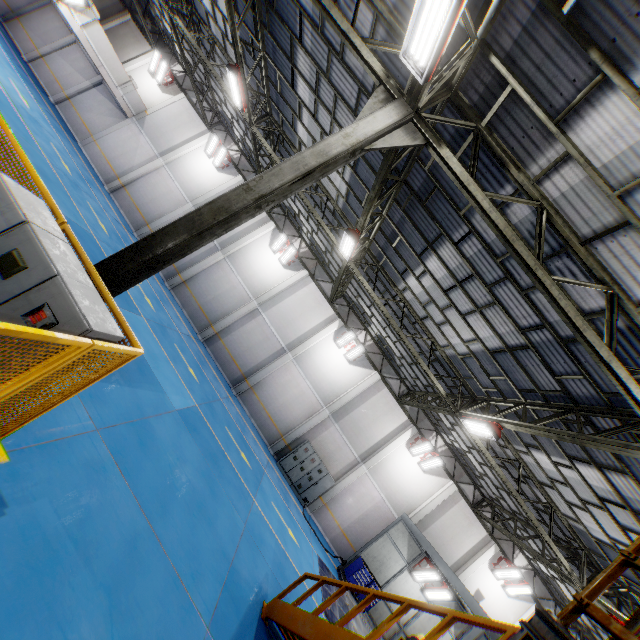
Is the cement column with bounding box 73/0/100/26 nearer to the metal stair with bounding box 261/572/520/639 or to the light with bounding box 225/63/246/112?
the light with bounding box 225/63/246/112

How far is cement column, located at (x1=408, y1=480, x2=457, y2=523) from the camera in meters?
18.7

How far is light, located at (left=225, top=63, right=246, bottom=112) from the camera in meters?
11.6 m

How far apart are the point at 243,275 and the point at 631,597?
22.6 meters

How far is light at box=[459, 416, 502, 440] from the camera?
9.85m

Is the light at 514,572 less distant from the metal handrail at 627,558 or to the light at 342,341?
the light at 342,341

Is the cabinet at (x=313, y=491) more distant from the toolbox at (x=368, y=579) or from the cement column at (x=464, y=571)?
the cement column at (x=464, y=571)

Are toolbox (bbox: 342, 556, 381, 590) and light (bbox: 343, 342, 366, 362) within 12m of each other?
yes
